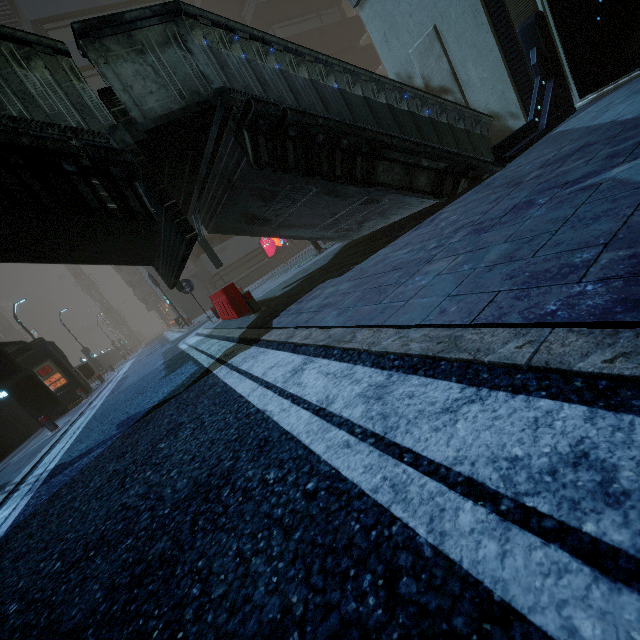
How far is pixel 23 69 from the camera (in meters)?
3.38

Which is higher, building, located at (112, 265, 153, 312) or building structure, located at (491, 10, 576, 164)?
building, located at (112, 265, 153, 312)

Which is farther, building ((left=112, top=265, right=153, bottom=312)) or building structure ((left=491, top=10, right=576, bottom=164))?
building ((left=112, top=265, right=153, bottom=312))

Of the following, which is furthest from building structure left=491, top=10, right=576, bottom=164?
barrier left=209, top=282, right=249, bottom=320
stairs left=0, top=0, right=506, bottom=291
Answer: barrier left=209, top=282, right=249, bottom=320

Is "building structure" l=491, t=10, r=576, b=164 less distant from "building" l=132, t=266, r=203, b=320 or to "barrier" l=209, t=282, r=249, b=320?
"building" l=132, t=266, r=203, b=320

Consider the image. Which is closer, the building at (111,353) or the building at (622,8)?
the building at (622,8)

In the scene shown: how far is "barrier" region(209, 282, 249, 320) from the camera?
8.5m

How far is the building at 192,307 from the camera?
24.7 meters
